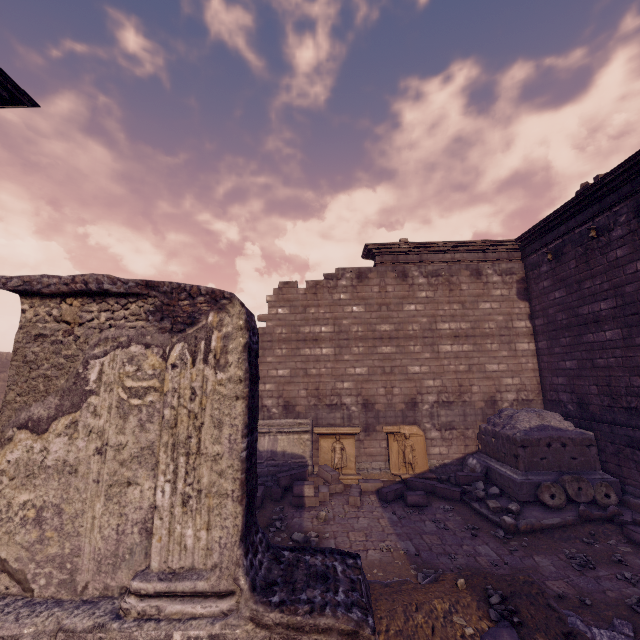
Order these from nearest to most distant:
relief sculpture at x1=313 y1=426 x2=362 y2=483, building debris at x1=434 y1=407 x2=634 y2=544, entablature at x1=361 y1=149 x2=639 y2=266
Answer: building debris at x1=434 y1=407 x2=634 y2=544 < entablature at x1=361 y1=149 x2=639 y2=266 < relief sculpture at x1=313 y1=426 x2=362 y2=483

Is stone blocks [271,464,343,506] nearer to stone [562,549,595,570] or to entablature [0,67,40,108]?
stone [562,549,595,570]

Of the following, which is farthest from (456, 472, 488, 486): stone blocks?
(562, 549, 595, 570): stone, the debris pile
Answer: the debris pile

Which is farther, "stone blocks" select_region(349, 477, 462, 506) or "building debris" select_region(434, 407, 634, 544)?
"stone blocks" select_region(349, 477, 462, 506)

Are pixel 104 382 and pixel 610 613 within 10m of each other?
yes

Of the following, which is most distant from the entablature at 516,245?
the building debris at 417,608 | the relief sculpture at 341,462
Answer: the building debris at 417,608

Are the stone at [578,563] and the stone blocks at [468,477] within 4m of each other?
yes

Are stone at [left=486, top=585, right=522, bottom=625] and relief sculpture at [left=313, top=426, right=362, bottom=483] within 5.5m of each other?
no
